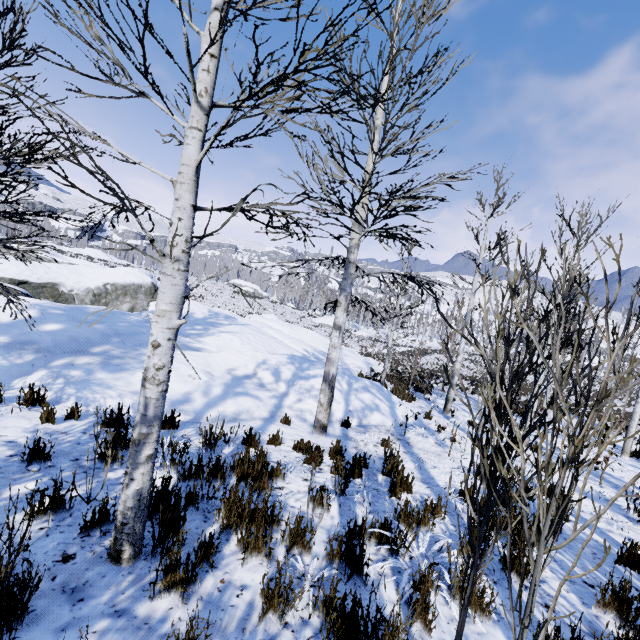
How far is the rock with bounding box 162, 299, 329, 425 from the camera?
6.9m

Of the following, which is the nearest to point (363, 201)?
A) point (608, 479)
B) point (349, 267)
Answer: point (349, 267)

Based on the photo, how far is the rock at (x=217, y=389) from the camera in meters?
6.9
